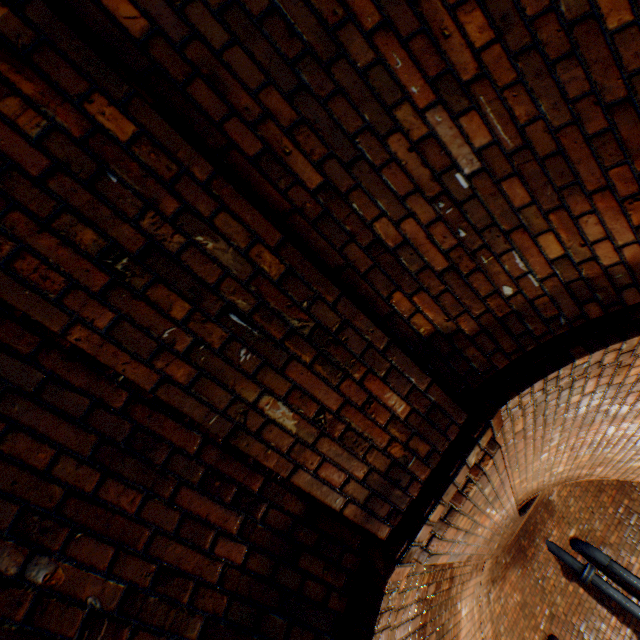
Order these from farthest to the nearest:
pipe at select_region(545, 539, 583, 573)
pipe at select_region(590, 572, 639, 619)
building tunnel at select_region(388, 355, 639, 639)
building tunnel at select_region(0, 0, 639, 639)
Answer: pipe at select_region(545, 539, 583, 573), pipe at select_region(590, 572, 639, 619), building tunnel at select_region(388, 355, 639, 639), building tunnel at select_region(0, 0, 639, 639)

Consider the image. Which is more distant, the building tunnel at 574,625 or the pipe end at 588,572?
the pipe end at 588,572

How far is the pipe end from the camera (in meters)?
7.10

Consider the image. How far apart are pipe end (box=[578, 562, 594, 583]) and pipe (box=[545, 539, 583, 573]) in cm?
9

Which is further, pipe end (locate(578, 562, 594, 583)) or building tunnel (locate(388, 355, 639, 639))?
pipe end (locate(578, 562, 594, 583))

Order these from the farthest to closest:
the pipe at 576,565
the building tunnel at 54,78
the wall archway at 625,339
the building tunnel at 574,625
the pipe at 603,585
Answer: the pipe at 576,565
the pipe at 603,585
the building tunnel at 574,625
the wall archway at 625,339
the building tunnel at 54,78

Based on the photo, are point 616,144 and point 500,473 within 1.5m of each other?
no

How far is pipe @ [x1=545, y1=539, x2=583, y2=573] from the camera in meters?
7.3 m
